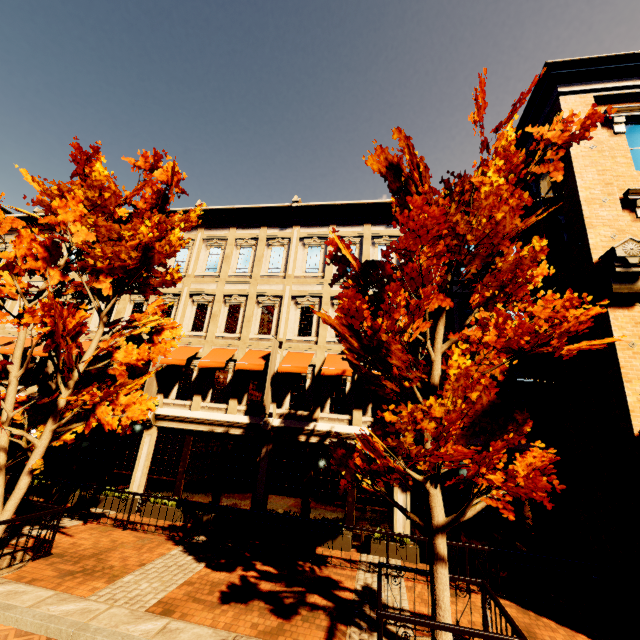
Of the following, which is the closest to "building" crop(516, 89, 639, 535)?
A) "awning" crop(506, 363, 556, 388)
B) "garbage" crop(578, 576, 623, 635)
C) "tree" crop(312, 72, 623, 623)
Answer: "awning" crop(506, 363, 556, 388)

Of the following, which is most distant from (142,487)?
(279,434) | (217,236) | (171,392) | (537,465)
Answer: (537,465)

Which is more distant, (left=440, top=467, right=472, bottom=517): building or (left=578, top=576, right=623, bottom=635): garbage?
(left=440, top=467, right=472, bottom=517): building

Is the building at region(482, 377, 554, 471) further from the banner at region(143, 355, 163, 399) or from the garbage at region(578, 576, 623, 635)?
the garbage at region(578, 576, 623, 635)

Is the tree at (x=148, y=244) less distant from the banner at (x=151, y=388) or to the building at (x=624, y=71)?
the building at (x=624, y=71)

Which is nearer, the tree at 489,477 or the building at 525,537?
the tree at 489,477

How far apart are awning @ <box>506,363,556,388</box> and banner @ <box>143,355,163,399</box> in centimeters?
1355cm
